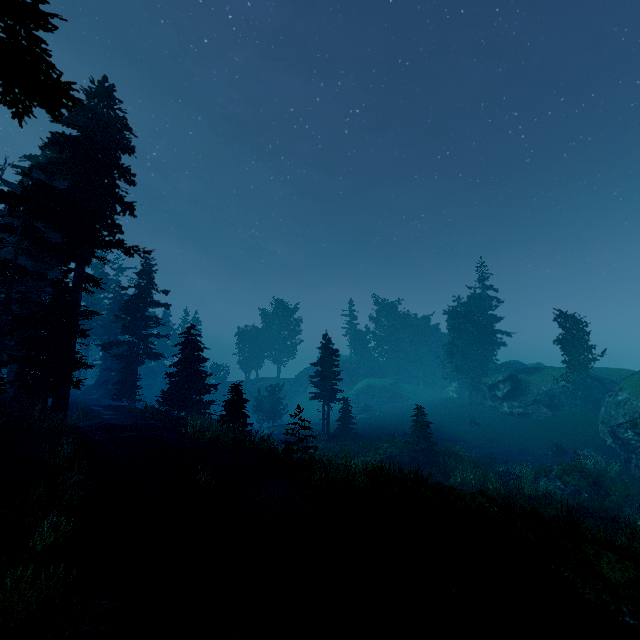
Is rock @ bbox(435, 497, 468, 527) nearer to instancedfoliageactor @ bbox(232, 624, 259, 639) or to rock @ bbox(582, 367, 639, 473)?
instancedfoliageactor @ bbox(232, 624, 259, 639)

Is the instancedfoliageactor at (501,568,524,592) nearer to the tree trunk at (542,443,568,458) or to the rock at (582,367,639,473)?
the rock at (582,367,639,473)

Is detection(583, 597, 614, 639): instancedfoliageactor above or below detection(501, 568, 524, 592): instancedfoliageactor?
below

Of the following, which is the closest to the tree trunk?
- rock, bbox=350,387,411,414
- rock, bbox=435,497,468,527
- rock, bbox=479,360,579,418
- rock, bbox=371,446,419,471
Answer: rock, bbox=479,360,579,418

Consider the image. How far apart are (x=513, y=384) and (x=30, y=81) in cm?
4714

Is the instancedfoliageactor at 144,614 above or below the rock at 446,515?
below

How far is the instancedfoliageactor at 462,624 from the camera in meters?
6.8

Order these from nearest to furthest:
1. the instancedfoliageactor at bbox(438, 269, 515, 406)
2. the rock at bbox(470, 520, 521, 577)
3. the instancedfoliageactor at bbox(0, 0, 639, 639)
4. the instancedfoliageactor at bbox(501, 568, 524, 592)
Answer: the instancedfoliageactor at bbox(0, 0, 639, 639), the instancedfoliageactor at bbox(501, 568, 524, 592), the rock at bbox(470, 520, 521, 577), the instancedfoliageactor at bbox(438, 269, 515, 406)
